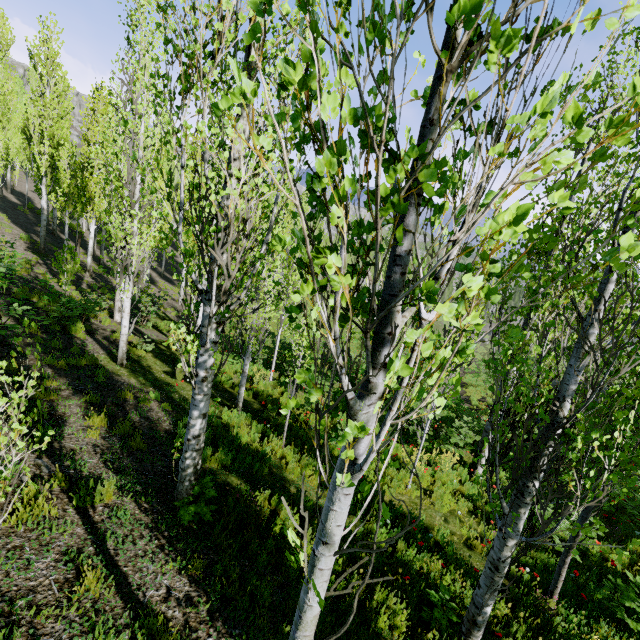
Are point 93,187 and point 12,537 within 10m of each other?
no

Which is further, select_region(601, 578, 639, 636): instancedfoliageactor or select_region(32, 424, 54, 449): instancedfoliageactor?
select_region(601, 578, 639, 636): instancedfoliageactor

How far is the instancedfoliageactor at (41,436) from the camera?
3.6 meters

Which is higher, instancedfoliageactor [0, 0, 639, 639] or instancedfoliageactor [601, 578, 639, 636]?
instancedfoliageactor [0, 0, 639, 639]

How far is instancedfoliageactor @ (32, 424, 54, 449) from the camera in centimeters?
359cm

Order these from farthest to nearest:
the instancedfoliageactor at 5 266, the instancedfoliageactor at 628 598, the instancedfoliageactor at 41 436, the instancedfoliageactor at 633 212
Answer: the instancedfoliageactor at 5 266 → the instancedfoliageactor at 628 598 → the instancedfoliageactor at 41 436 → the instancedfoliageactor at 633 212

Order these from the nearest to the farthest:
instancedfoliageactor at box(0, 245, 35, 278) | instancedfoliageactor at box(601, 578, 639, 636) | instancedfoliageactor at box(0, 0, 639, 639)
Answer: instancedfoliageactor at box(0, 0, 639, 639) < instancedfoliageactor at box(601, 578, 639, 636) < instancedfoliageactor at box(0, 245, 35, 278)
